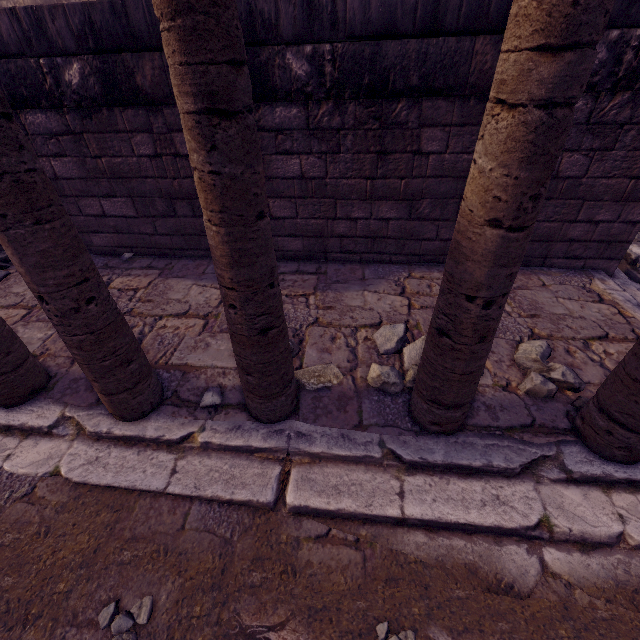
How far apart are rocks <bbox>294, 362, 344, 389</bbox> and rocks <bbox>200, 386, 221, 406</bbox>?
0.4 meters

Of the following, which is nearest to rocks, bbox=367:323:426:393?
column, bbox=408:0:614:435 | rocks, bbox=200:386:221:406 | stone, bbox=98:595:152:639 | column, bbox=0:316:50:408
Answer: column, bbox=408:0:614:435

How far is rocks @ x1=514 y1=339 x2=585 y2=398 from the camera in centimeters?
240cm

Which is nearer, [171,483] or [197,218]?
[171,483]

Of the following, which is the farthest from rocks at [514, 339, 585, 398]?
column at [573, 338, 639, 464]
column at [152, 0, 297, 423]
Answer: column at [152, 0, 297, 423]

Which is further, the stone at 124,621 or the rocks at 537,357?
the rocks at 537,357

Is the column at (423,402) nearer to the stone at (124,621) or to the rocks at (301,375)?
the rocks at (301,375)

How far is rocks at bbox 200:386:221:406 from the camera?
2.4 meters
